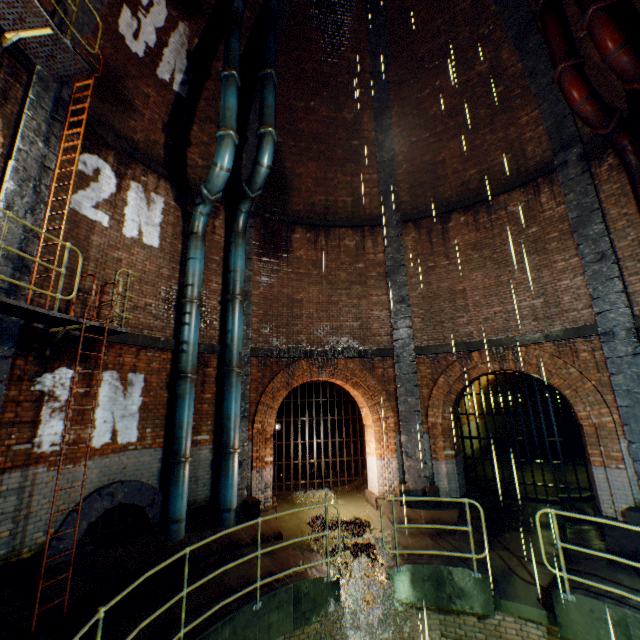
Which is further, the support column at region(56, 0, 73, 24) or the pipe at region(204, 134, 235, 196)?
the pipe at region(204, 134, 235, 196)

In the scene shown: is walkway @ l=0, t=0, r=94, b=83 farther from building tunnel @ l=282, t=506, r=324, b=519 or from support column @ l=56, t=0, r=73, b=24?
building tunnel @ l=282, t=506, r=324, b=519

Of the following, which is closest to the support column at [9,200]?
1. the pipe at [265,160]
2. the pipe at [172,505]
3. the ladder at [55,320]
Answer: the ladder at [55,320]

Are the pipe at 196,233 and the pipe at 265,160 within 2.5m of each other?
yes

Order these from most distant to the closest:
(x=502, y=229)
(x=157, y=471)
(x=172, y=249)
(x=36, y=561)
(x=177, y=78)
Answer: (x=502, y=229), (x=177, y=78), (x=172, y=249), (x=157, y=471), (x=36, y=561)

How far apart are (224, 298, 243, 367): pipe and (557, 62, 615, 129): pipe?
9.2m

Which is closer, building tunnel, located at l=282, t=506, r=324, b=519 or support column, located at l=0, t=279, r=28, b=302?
support column, located at l=0, t=279, r=28, b=302

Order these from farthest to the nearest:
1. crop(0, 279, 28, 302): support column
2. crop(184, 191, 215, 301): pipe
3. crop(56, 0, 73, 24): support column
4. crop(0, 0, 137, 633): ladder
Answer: crop(184, 191, 215, 301): pipe < crop(56, 0, 73, 24): support column < crop(0, 279, 28, 302): support column < crop(0, 0, 137, 633): ladder
